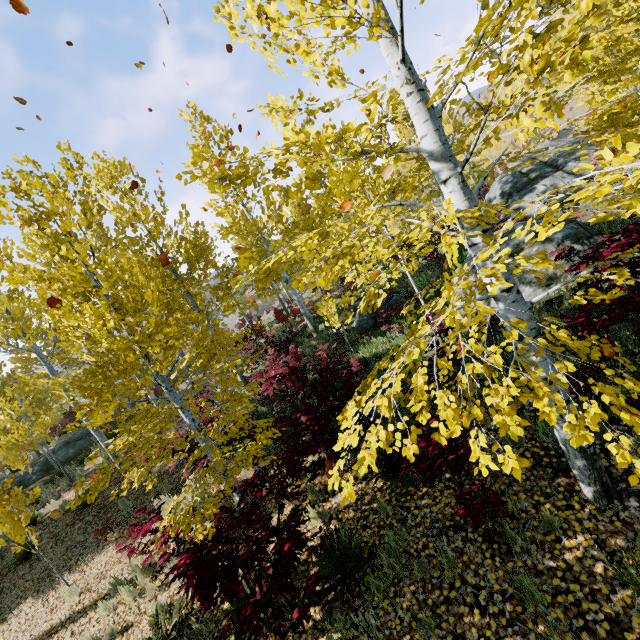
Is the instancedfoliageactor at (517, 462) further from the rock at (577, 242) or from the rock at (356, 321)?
the rock at (356, 321)

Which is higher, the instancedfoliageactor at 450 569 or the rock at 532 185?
the rock at 532 185

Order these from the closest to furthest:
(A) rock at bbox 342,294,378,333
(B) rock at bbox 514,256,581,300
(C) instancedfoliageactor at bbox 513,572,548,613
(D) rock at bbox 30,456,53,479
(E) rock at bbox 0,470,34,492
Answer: (C) instancedfoliageactor at bbox 513,572,548,613
(B) rock at bbox 514,256,581,300
(A) rock at bbox 342,294,378,333
(E) rock at bbox 0,470,34,492
(D) rock at bbox 30,456,53,479

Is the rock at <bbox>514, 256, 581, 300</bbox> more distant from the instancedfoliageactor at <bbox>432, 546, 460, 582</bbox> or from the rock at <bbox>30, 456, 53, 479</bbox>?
the rock at <bbox>30, 456, 53, 479</bbox>

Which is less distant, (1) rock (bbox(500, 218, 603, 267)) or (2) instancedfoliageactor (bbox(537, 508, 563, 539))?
(2) instancedfoliageactor (bbox(537, 508, 563, 539))

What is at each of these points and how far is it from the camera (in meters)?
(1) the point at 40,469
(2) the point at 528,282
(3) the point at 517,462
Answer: (1) rock, 17.80
(2) rock, 7.59
(3) instancedfoliageactor, 1.88

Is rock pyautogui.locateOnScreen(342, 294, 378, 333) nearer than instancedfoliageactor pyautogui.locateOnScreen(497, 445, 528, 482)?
No
